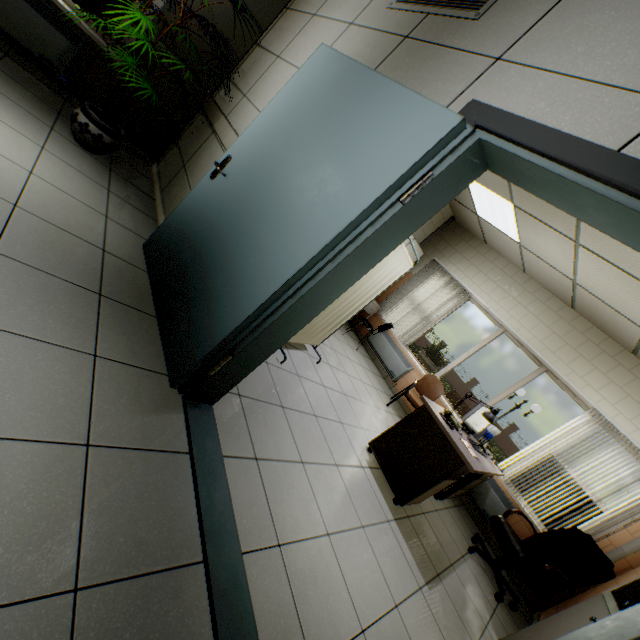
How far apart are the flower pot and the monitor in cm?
476

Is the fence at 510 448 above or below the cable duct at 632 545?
below

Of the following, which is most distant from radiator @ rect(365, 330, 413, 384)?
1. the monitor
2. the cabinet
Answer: the cabinet

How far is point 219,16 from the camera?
3.5m

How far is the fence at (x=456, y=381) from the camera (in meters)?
27.80

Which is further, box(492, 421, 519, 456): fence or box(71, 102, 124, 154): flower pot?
box(492, 421, 519, 456): fence

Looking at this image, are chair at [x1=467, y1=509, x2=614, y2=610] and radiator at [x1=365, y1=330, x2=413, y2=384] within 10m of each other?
yes

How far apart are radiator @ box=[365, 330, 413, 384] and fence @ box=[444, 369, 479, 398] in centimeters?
2392cm
